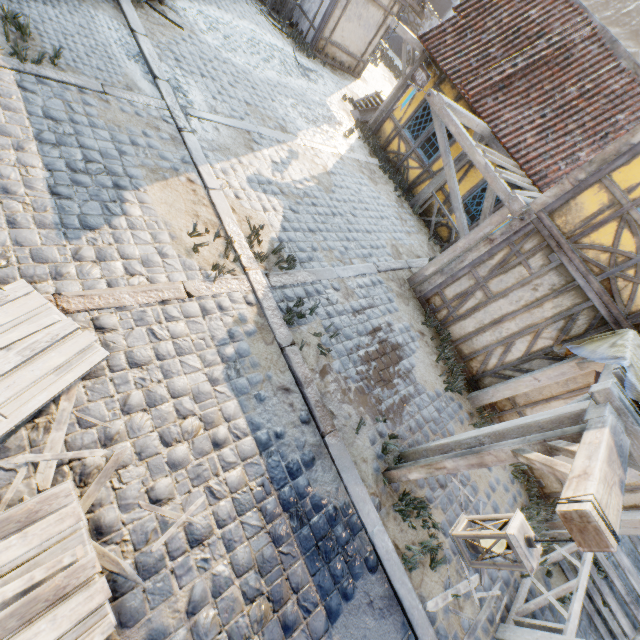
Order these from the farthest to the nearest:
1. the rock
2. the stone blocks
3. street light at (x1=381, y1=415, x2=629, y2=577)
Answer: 1. the rock
2. the stone blocks
3. street light at (x1=381, y1=415, x2=629, y2=577)

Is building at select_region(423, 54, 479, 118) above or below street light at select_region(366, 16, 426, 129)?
below

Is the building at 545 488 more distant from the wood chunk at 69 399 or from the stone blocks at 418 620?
the wood chunk at 69 399

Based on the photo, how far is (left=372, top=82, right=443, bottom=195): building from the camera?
10.1m

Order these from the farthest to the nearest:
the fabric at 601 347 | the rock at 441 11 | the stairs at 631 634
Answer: the rock at 441 11 < the stairs at 631 634 < the fabric at 601 347

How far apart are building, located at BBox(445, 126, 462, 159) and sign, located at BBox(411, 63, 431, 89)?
0.3m

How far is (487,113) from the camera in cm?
859

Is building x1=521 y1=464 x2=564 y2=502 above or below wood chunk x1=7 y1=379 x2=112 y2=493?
above
